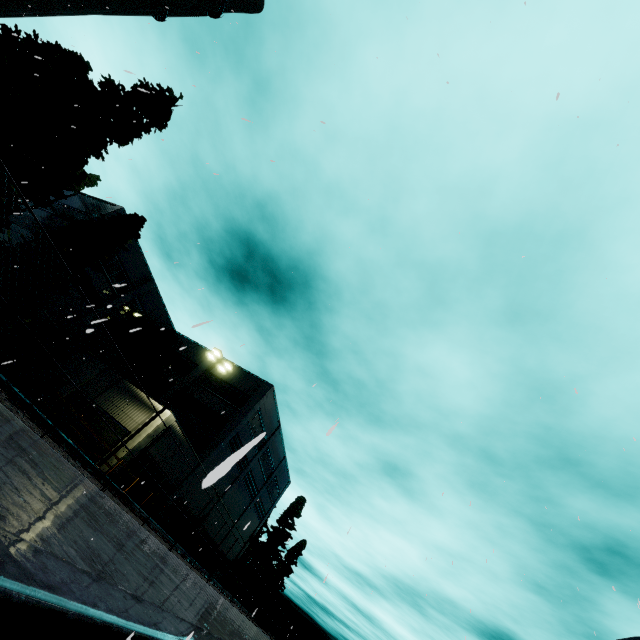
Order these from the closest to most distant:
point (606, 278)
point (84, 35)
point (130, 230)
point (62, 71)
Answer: point (606, 278)
point (84, 35)
point (130, 230)
point (62, 71)

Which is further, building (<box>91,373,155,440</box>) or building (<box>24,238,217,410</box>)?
building (<box>24,238,217,410</box>)

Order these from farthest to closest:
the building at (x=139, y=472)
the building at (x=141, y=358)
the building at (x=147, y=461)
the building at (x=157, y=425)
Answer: the building at (x=141, y=358)
the building at (x=147, y=461)
the building at (x=139, y=472)
the building at (x=157, y=425)

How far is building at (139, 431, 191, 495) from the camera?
22.9m

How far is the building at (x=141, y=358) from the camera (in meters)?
26.58

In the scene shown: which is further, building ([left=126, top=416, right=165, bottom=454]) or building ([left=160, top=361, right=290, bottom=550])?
building ([left=160, top=361, right=290, bottom=550])
